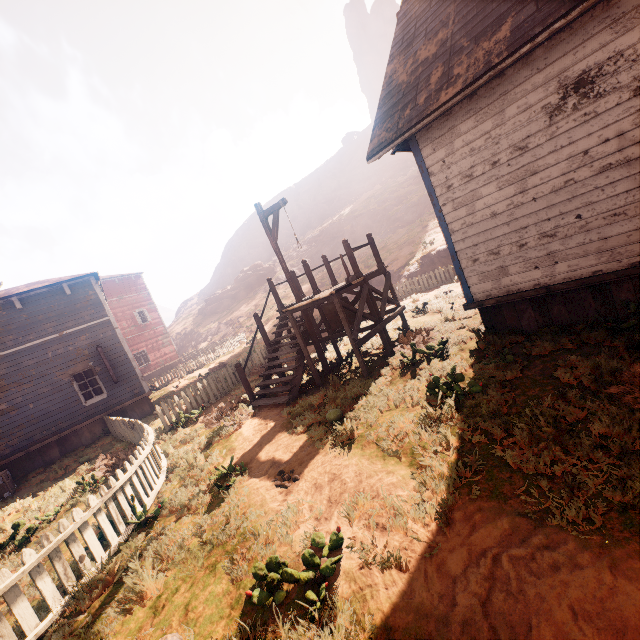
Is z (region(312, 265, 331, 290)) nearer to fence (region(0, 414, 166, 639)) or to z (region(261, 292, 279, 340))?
z (region(261, 292, 279, 340))

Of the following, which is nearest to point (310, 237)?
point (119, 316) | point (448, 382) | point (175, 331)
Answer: point (175, 331)

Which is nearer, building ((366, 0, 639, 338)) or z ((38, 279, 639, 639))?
z ((38, 279, 639, 639))

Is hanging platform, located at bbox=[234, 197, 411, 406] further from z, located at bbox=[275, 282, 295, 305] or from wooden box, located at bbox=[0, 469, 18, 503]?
wooden box, located at bbox=[0, 469, 18, 503]

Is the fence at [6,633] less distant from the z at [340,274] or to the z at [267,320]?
the z at [267,320]

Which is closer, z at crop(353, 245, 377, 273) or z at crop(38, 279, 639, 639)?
z at crop(38, 279, 639, 639)

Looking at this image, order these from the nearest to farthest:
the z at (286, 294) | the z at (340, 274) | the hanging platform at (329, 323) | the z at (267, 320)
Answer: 1. the hanging platform at (329, 323)
2. the z at (267, 320)
3. the z at (340, 274)
4. the z at (286, 294)

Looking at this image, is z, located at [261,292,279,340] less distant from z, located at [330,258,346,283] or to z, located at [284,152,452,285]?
z, located at [330,258,346,283]
